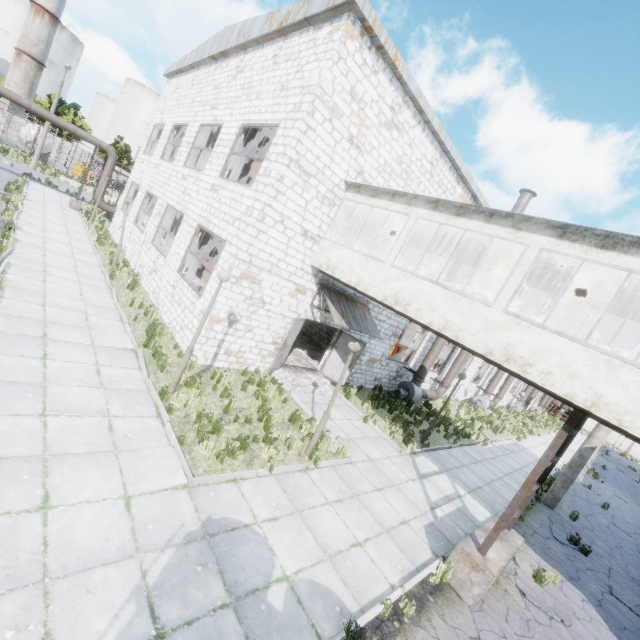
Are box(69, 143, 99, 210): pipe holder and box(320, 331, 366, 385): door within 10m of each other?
no

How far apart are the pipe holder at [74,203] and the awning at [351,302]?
22.0m

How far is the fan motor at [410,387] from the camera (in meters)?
17.69

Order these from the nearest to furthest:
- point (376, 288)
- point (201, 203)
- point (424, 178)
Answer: point (376, 288), point (201, 203), point (424, 178)

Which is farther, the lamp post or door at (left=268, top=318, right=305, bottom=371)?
door at (left=268, top=318, right=305, bottom=371)

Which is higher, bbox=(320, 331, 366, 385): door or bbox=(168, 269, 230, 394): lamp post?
bbox=(168, 269, 230, 394): lamp post

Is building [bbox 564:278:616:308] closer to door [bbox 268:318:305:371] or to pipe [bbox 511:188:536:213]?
door [bbox 268:318:305:371]

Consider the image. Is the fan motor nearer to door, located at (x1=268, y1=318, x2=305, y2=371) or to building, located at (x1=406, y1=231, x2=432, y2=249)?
building, located at (x1=406, y1=231, x2=432, y2=249)
